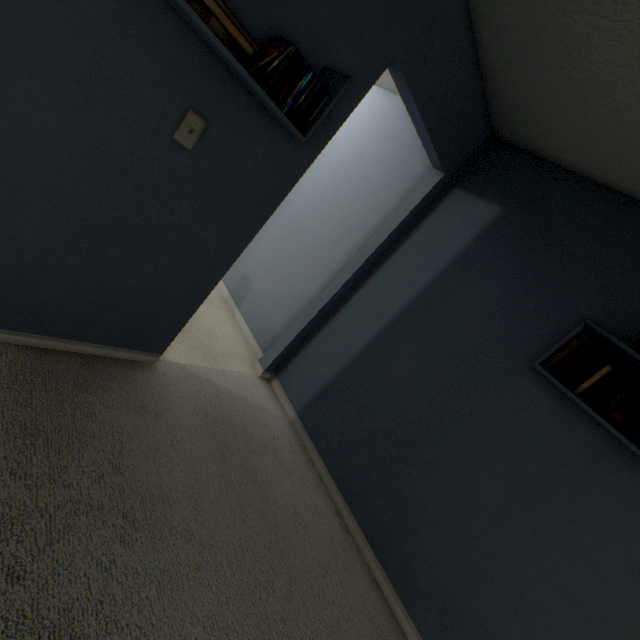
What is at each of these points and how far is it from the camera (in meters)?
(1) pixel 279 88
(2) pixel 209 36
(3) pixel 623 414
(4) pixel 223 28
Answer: (1) dvd set, 1.21
(2) shelf, 0.96
(3) book set, 1.39
(4) book, 0.99

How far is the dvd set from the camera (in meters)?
1.12

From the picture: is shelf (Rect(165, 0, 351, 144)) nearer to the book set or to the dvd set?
the dvd set

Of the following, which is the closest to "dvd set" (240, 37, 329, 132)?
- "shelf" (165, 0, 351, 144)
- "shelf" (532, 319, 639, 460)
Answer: "shelf" (165, 0, 351, 144)

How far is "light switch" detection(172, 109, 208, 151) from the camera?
1.2 meters

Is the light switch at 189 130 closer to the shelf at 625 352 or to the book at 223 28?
the book at 223 28

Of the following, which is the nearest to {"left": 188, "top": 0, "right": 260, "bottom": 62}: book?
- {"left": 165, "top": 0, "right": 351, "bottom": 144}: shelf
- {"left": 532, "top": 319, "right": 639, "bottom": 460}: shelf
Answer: {"left": 165, "top": 0, "right": 351, "bottom": 144}: shelf

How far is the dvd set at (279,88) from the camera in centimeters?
112cm
